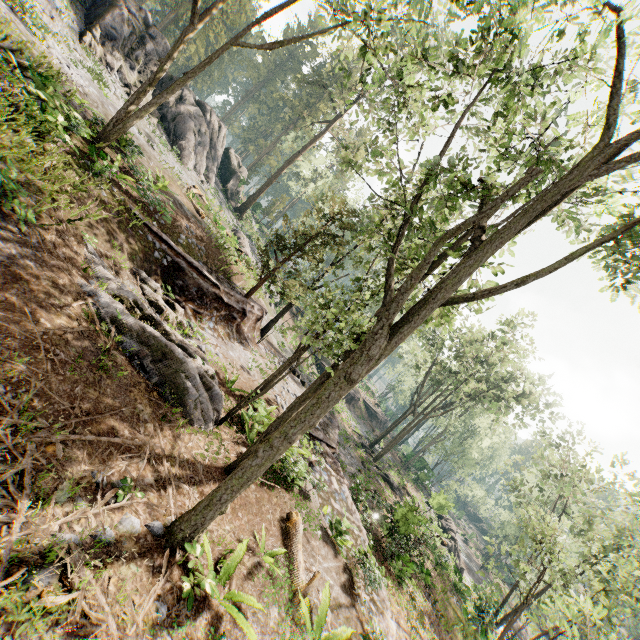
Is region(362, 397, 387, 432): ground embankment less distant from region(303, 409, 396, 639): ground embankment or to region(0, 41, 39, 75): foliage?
region(0, 41, 39, 75): foliage

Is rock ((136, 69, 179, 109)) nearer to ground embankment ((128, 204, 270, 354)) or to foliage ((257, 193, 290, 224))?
foliage ((257, 193, 290, 224))

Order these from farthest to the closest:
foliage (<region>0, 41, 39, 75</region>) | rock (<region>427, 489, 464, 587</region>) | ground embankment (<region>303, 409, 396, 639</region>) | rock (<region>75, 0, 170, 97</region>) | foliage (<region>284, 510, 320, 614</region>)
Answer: rock (<region>427, 489, 464, 587</region>)
rock (<region>75, 0, 170, 97</region>)
ground embankment (<region>303, 409, 396, 639</region>)
foliage (<region>0, 41, 39, 75</region>)
foliage (<region>284, 510, 320, 614</region>)

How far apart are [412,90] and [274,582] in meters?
16.7 m

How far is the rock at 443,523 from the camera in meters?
28.4 m

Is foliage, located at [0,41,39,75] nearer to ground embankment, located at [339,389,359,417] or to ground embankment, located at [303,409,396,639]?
ground embankment, located at [303,409,396,639]

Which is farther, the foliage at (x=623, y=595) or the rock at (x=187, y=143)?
the rock at (x=187, y=143)

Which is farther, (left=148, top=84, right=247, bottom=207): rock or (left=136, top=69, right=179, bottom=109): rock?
(left=148, top=84, right=247, bottom=207): rock
